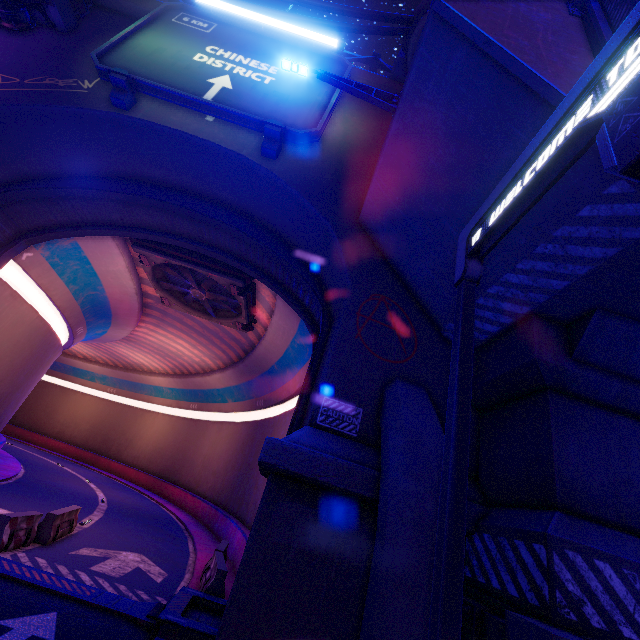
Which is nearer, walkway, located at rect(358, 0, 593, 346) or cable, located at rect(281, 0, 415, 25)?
walkway, located at rect(358, 0, 593, 346)

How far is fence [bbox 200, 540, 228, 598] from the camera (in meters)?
9.20

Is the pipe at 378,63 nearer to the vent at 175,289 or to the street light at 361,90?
the street light at 361,90

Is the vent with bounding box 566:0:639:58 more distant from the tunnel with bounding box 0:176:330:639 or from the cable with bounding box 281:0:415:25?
the cable with bounding box 281:0:415:25

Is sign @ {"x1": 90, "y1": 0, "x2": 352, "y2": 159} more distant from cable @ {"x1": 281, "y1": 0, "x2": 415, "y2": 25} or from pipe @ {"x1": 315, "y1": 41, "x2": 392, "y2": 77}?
pipe @ {"x1": 315, "y1": 41, "x2": 392, "y2": 77}

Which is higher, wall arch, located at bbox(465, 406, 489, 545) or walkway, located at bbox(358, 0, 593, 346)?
walkway, located at bbox(358, 0, 593, 346)

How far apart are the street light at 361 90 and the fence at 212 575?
13.6 meters

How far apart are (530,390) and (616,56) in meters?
4.9 m
